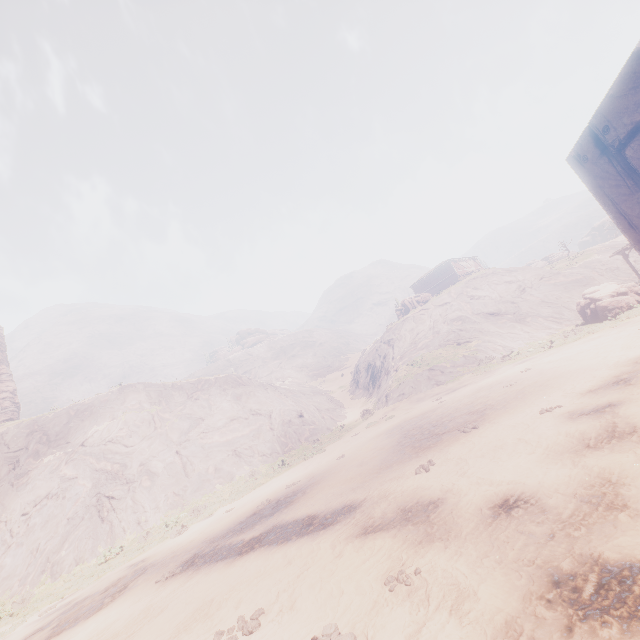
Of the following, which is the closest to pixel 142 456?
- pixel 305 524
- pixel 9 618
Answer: pixel 9 618

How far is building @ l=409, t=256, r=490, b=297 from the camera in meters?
48.6 m

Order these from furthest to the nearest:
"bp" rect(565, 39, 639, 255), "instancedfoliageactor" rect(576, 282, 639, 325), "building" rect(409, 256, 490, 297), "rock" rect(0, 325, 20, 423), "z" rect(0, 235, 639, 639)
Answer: "building" rect(409, 256, 490, 297)
"rock" rect(0, 325, 20, 423)
"instancedfoliageactor" rect(576, 282, 639, 325)
"z" rect(0, 235, 639, 639)
"bp" rect(565, 39, 639, 255)

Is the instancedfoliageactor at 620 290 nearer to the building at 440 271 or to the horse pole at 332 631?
the building at 440 271

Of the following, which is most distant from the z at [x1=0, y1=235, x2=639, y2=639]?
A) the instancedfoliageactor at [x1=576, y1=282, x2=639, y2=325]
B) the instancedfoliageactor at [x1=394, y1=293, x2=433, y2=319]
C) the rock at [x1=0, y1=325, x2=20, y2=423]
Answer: the rock at [x1=0, y1=325, x2=20, y2=423]

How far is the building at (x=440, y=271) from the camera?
48.62m

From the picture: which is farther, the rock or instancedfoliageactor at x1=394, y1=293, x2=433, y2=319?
the rock

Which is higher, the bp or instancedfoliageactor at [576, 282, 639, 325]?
the bp
